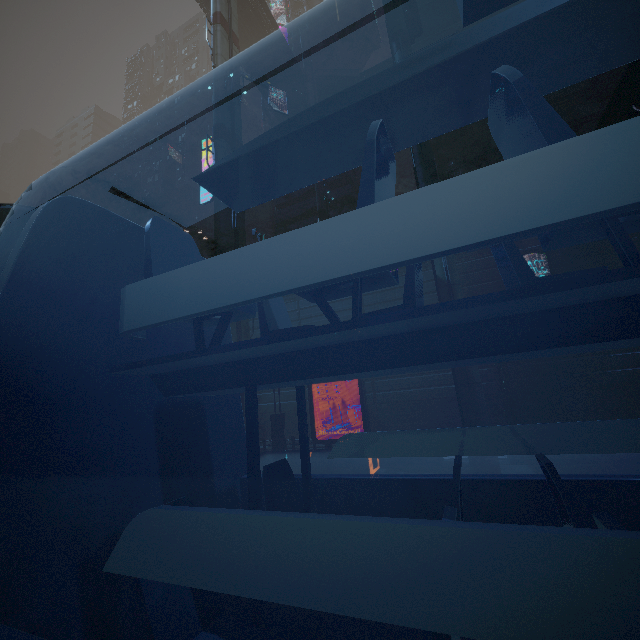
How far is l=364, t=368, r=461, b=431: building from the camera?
22.7 meters

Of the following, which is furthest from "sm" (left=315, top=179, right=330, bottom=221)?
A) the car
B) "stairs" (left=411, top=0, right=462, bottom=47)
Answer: "stairs" (left=411, top=0, right=462, bottom=47)

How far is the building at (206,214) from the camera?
55.94m

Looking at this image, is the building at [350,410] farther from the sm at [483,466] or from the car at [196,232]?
the car at [196,232]

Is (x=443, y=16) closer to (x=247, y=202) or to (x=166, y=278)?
(x=247, y=202)

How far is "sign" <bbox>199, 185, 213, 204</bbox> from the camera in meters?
19.0

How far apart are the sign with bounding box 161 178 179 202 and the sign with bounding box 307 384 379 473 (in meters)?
55.37

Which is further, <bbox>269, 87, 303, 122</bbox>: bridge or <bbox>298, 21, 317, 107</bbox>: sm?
<bbox>269, 87, 303, 122</bbox>: bridge
